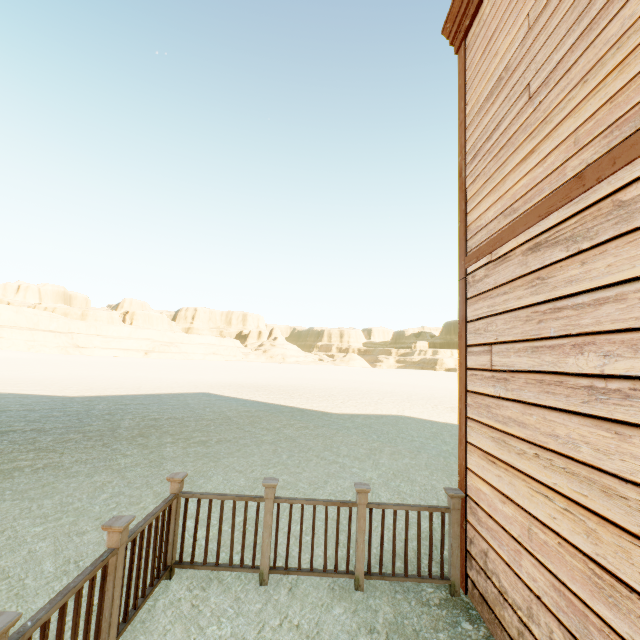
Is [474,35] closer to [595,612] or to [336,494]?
[595,612]
